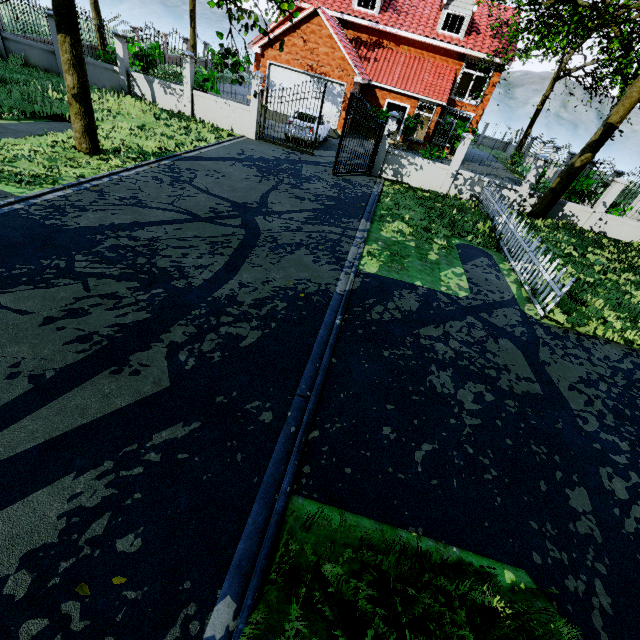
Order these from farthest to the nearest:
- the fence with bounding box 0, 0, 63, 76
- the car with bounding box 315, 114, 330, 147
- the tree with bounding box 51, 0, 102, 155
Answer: the car with bounding box 315, 114, 330, 147
the fence with bounding box 0, 0, 63, 76
the tree with bounding box 51, 0, 102, 155

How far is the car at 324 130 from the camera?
16.75m

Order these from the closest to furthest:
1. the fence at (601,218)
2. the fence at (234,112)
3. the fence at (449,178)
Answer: the fence at (449,178) → the fence at (601,218) → the fence at (234,112)

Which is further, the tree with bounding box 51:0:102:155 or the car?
the car

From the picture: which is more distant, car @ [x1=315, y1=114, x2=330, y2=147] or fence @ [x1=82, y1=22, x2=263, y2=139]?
car @ [x1=315, y1=114, x2=330, y2=147]

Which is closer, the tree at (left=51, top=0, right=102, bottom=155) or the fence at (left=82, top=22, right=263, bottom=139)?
the tree at (left=51, top=0, right=102, bottom=155)

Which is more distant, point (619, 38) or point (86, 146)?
point (619, 38)

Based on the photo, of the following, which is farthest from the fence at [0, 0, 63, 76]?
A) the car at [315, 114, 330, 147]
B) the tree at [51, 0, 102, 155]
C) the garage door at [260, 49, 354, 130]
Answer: the garage door at [260, 49, 354, 130]
